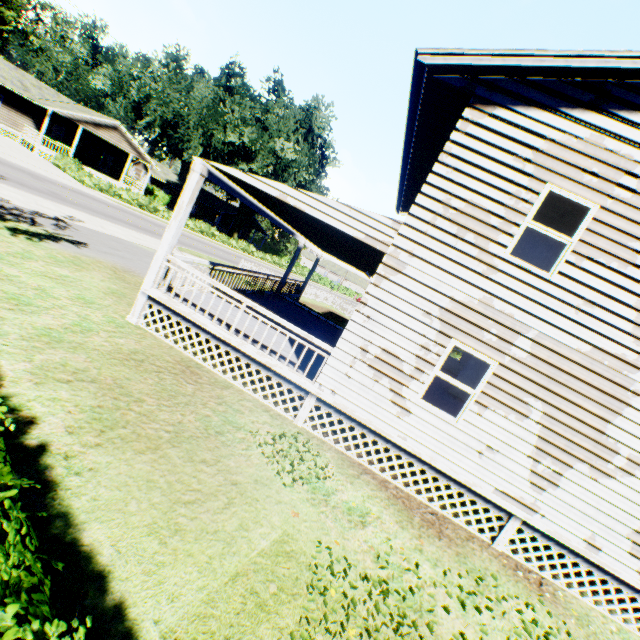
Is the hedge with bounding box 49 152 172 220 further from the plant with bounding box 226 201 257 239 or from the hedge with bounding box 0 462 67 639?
the hedge with bounding box 0 462 67 639

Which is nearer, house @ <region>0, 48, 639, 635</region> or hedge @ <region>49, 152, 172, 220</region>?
house @ <region>0, 48, 639, 635</region>

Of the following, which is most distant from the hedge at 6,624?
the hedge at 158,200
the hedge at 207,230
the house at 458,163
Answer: the hedge at 207,230

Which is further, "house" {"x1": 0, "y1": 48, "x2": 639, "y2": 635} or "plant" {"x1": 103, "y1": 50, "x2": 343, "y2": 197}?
"plant" {"x1": 103, "y1": 50, "x2": 343, "y2": 197}

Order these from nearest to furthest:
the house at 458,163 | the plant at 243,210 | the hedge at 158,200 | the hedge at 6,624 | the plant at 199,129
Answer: the hedge at 6,624 → the house at 458,163 → the hedge at 158,200 → the plant at 199,129 → the plant at 243,210

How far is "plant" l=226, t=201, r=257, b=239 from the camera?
47.1 meters

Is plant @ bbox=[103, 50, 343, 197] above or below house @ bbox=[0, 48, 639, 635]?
above

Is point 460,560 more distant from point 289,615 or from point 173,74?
point 173,74
